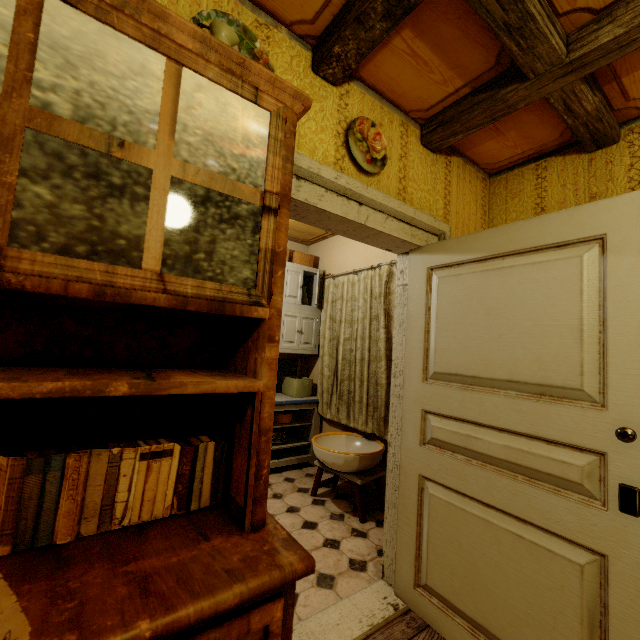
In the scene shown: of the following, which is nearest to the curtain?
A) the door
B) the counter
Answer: the counter

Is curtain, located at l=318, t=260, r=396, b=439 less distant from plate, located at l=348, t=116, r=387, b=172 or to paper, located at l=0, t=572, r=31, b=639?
plate, located at l=348, t=116, r=387, b=172

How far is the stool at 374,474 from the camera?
2.75m

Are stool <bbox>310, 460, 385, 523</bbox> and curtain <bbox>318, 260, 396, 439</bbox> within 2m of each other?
yes

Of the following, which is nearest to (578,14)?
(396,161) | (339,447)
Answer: (396,161)

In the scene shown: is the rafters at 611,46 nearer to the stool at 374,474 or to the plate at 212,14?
the plate at 212,14

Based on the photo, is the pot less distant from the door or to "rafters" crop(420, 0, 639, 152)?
the door

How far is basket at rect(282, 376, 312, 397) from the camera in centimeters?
395cm
